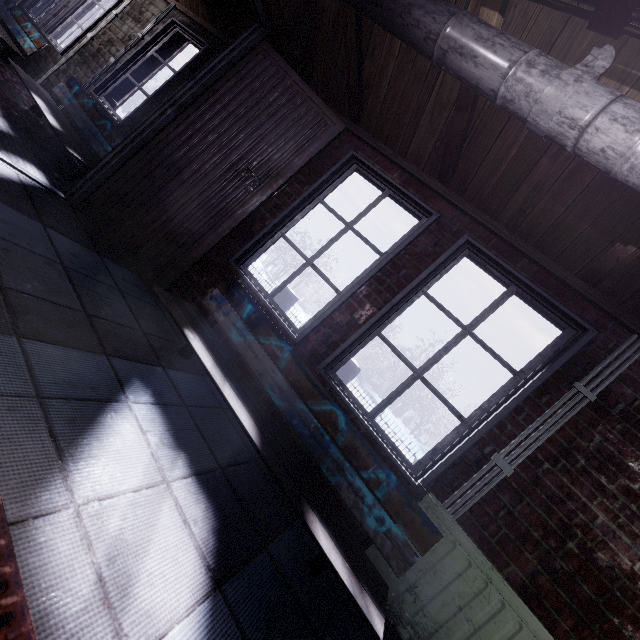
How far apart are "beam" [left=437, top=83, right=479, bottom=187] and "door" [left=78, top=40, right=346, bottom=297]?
0.33m

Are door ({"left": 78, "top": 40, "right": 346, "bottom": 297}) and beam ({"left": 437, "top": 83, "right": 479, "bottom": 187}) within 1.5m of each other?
yes

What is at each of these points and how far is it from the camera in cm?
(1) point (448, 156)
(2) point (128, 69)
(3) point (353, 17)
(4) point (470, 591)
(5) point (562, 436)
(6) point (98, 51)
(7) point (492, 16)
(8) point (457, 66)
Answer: (1) beam, 200
(2) window, 376
(3) beam, 191
(4) radiator, 152
(5) window, 164
(6) window, 400
(7) beam, 134
(8) pipe, 131

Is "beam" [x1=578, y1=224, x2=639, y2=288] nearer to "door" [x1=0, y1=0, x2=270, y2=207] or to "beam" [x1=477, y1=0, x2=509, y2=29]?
"beam" [x1=477, y1=0, x2=509, y2=29]

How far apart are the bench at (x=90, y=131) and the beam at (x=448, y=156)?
2.29m

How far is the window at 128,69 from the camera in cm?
338

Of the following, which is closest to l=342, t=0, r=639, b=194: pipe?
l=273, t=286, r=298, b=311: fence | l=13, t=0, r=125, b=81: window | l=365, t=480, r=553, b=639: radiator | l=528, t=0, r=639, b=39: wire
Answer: l=528, t=0, r=639, b=39: wire

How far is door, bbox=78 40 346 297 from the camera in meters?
2.4
